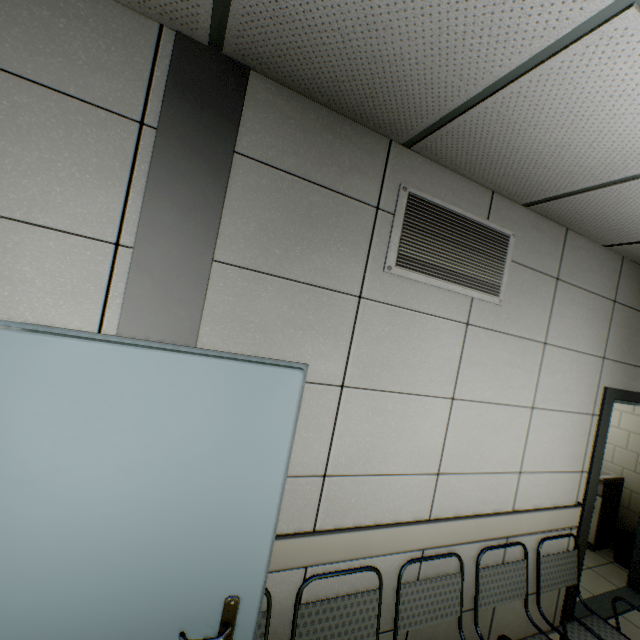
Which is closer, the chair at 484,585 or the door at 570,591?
the chair at 484,585

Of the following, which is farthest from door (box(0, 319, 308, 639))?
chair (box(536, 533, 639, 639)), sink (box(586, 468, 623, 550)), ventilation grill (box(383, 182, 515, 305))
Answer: sink (box(586, 468, 623, 550))

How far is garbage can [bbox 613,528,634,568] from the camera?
3.9 meters

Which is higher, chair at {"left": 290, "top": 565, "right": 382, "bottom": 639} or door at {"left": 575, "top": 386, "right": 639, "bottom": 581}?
door at {"left": 575, "top": 386, "right": 639, "bottom": 581}

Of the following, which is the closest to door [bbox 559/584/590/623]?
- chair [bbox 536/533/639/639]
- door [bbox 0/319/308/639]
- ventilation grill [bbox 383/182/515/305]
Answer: chair [bbox 536/533/639/639]

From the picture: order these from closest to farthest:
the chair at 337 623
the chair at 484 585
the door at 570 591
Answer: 1. the chair at 337 623
2. the chair at 484 585
3. the door at 570 591

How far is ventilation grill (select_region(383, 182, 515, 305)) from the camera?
1.8 meters

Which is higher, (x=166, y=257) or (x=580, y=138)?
(x=580, y=138)
